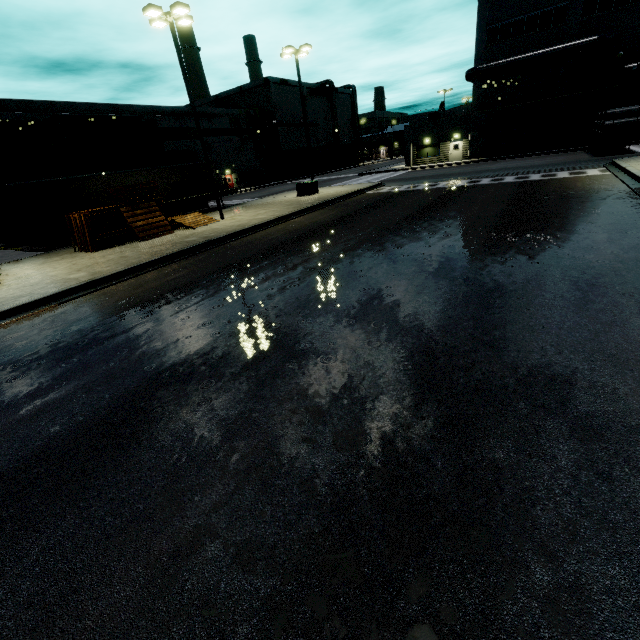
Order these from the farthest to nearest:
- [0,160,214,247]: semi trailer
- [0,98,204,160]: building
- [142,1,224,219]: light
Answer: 1. [0,98,204,160]: building
2. [0,160,214,247]: semi trailer
3. [142,1,224,219]: light

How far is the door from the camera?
39.5m

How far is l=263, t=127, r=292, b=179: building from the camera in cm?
5683

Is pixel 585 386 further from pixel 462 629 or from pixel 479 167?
pixel 479 167

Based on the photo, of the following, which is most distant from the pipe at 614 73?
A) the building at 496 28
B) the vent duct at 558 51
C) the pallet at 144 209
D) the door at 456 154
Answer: the pallet at 144 209

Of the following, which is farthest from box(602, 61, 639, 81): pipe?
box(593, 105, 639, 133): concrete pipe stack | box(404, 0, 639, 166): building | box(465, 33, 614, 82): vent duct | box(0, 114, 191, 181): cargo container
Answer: box(0, 114, 191, 181): cargo container

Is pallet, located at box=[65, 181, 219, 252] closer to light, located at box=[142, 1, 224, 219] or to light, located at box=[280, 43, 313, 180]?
light, located at box=[142, 1, 224, 219]

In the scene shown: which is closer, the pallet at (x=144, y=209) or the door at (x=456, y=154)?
the pallet at (x=144, y=209)
